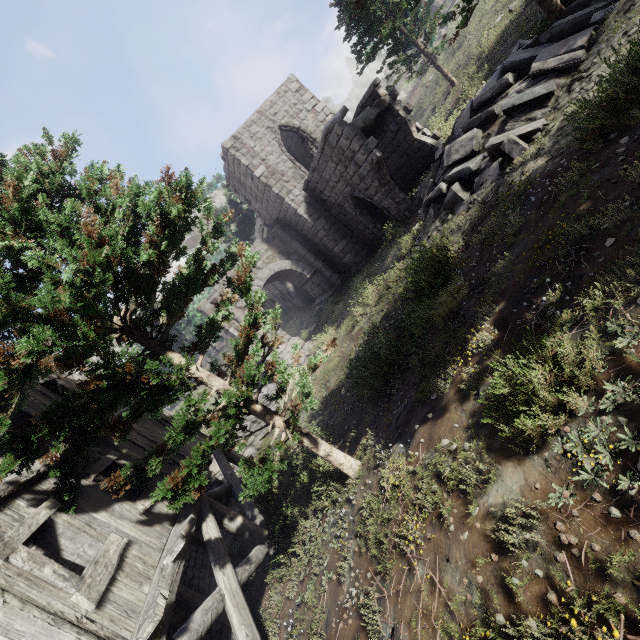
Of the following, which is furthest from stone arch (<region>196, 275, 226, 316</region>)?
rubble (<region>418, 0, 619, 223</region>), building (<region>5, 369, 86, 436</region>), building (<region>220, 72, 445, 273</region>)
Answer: rubble (<region>418, 0, 619, 223</region>)

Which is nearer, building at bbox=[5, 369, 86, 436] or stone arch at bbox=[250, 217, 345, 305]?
building at bbox=[5, 369, 86, 436]

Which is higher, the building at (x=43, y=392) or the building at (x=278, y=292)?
the building at (x=43, y=392)

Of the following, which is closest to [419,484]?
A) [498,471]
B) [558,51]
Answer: [498,471]

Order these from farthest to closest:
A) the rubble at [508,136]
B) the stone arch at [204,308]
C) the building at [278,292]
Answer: the building at [278,292] → the stone arch at [204,308] → the rubble at [508,136]

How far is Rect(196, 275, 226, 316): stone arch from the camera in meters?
17.8 m

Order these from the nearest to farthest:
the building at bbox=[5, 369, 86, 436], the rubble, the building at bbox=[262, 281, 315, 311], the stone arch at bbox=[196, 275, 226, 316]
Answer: the building at bbox=[5, 369, 86, 436]
the rubble
the stone arch at bbox=[196, 275, 226, 316]
the building at bbox=[262, 281, 315, 311]

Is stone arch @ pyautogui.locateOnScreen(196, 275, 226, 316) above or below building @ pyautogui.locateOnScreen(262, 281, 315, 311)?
above
